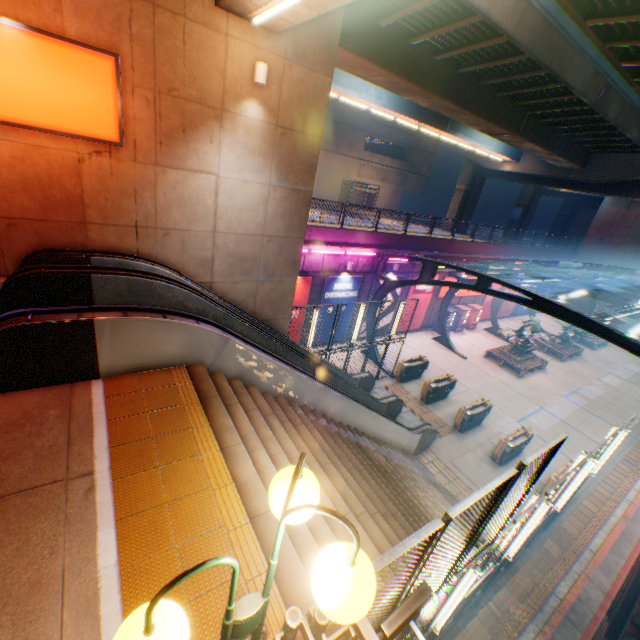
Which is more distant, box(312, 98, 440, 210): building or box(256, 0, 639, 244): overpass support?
box(312, 98, 440, 210): building

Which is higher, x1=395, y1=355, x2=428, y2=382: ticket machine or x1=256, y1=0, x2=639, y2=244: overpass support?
x1=256, y1=0, x2=639, y2=244: overpass support

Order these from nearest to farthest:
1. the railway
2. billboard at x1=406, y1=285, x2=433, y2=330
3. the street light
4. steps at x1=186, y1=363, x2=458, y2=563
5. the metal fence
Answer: the metal fence, the street light, steps at x1=186, y1=363, x2=458, y2=563, the railway, billboard at x1=406, y1=285, x2=433, y2=330

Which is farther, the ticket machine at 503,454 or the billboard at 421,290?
the billboard at 421,290

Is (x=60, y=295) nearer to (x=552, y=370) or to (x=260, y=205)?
(x=260, y=205)

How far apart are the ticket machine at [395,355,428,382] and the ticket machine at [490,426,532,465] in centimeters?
538cm

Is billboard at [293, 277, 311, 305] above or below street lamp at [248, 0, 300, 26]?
below

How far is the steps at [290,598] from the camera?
2.91m
